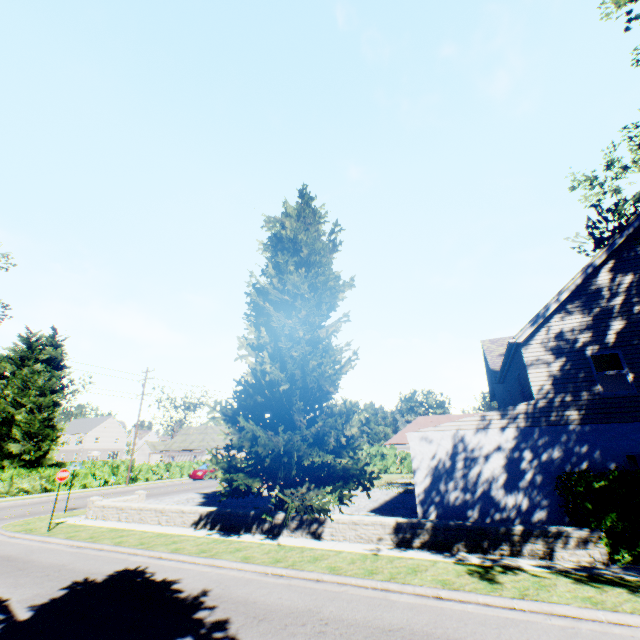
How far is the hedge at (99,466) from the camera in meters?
28.9 m

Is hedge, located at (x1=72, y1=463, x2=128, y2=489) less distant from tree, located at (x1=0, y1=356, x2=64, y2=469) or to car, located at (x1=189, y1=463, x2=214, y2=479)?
tree, located at (x1=0, y1=356, x2=64, y2=469)

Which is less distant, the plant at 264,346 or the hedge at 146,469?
the plant at 264,346

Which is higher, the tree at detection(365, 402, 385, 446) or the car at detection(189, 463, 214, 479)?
the tree at detection(365, 402, 385, 446)

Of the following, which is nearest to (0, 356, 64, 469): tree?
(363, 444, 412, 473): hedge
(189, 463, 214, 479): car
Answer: (363, 444, 412, 473): hedge

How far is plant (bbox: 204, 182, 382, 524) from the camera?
11.38m

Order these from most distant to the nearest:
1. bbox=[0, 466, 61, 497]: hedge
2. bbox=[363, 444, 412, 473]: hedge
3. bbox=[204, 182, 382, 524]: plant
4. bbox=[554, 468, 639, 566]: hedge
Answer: bbox=[363, 444, 412, 473]: hedge
bbox=[0, 466, 61, 497]: hedge
bbox=[204, 182, 382, 524]: plant
bbox=[554, 468, 639, 566]: hedge

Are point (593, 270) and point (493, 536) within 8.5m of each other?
no
